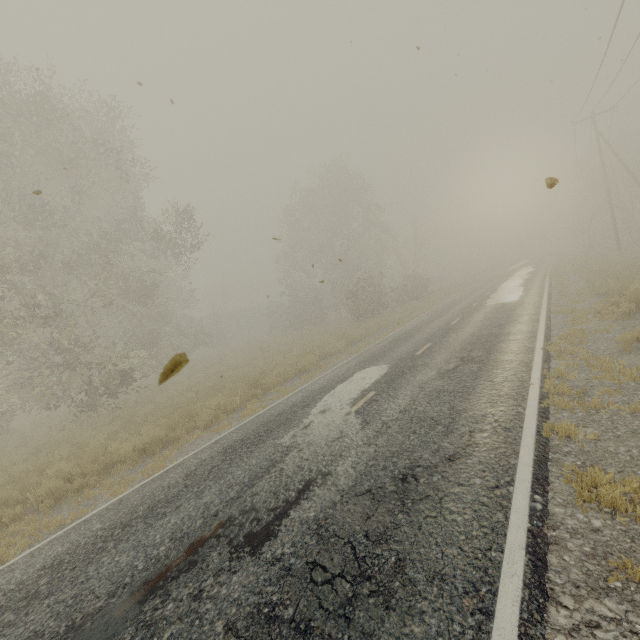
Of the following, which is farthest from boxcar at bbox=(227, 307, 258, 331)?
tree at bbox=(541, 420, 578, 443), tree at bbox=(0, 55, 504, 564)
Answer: tree at bbox=(541, 420, 578, 443)

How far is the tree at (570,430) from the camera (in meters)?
4.79

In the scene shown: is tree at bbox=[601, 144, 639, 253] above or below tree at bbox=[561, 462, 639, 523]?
above

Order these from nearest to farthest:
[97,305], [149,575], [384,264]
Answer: [149,575] < [97,305] < [384,264]

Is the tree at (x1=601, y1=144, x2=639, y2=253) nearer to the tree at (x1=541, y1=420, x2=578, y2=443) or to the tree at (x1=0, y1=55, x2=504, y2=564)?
the tree at (x1=0, y1=55, x2=504, y2=564)

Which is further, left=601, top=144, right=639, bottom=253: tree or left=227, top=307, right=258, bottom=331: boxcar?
left=227, top=307, right=258, bottom=331: boxcar

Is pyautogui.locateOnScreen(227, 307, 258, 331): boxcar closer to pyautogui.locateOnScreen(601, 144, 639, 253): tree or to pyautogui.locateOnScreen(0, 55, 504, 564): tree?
pyautogui.locateOnScreen(0, 55, 504, 564): tree

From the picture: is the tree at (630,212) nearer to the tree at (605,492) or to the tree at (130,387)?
the tree at (130,387)
